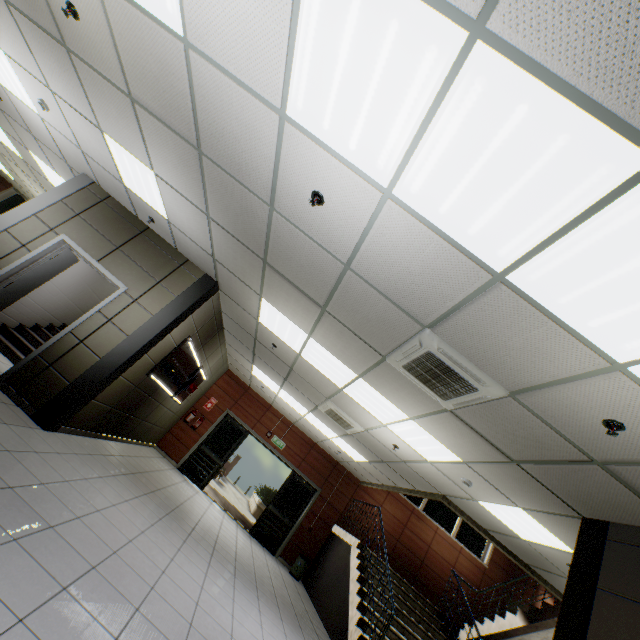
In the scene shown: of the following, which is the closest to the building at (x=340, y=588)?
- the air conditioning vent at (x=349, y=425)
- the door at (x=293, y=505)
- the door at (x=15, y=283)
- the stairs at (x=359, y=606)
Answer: the stairs at (x=359, y=606)

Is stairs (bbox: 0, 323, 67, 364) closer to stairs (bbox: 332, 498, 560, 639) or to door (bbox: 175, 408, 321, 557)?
door (bbox: 175, 408, 321, 557)

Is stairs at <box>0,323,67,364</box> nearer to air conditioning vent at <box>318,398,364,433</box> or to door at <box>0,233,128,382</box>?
door at <box>0,233,128,382</box>

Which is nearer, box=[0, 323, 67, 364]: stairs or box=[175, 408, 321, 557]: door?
box=[0, 323, 67, 364]: stairs

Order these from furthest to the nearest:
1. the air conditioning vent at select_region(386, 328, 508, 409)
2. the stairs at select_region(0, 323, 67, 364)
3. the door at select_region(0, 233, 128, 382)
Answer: the stairs at select_region(0, 323, 67, 364) < the door at select_region(0, 233, 128, 382) < the air conditioning vent at select_region(386, 328, 508, 409)

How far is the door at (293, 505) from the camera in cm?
996

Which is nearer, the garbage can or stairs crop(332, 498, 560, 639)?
stairs crop(332, 498, 560, 639)

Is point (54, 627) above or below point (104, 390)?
below
